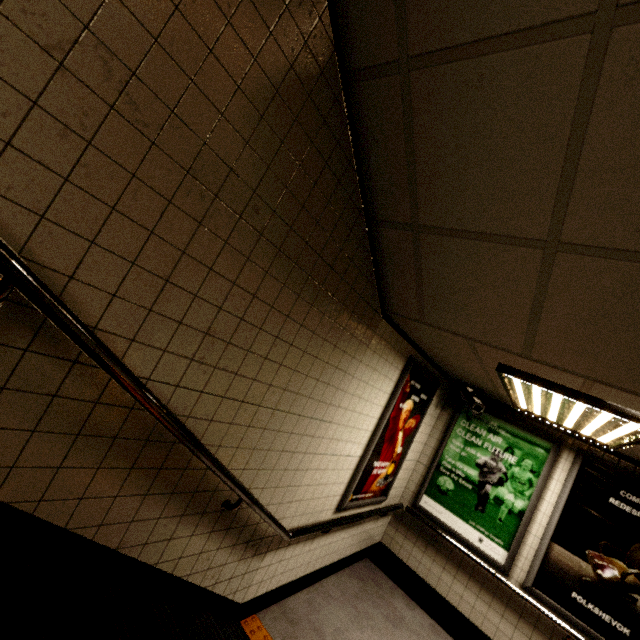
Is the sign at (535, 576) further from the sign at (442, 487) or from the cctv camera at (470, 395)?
the cctv camera at (470, 395)

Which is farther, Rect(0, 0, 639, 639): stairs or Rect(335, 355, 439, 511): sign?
Rect(335, 355, 439, 511): sign

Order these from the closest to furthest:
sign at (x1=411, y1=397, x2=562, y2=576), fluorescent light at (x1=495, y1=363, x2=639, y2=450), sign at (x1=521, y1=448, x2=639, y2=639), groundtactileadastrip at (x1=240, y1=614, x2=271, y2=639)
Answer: fluorescent light at (x1=495, y1=363, x2=639, y2=450) → groundtactileadastrip at (x1=240, y1=614, x2=271, y2=639) → sign at (x1=521, y1=448, x2=639, y2=639) → sign at (x1=411, y1=397, x2=562, y2=576)

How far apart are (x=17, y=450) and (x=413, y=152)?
2.2m

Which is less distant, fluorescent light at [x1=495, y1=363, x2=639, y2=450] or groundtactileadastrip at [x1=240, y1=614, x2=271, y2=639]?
fluorescent light at [x1=495, y1=363, x2=639, y2=450]

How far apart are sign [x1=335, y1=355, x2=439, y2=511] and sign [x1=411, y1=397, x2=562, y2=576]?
0.7m

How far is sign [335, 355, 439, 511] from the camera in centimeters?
340cm

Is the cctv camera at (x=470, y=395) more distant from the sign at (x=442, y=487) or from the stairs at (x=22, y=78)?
the stairs at (x=22, y=78)
